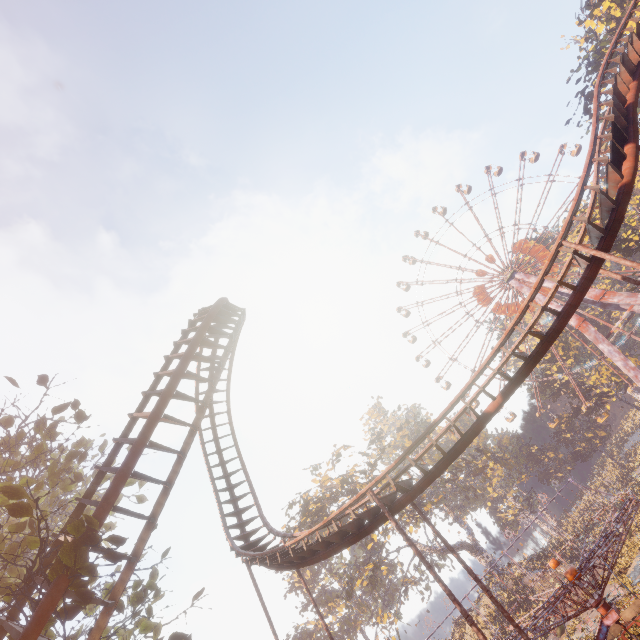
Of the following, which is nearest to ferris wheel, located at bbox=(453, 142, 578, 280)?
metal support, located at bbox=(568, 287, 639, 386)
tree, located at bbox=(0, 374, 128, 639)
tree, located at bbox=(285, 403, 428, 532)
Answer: metal support, located at bbox=(568, 287, 639, 386)

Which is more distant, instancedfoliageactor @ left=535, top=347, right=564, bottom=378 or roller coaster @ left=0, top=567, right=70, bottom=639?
instancedfoliageactor @ left=535, top=347, right=564, bottom=378

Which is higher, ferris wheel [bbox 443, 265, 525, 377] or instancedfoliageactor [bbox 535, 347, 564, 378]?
ferris wheel [bbox 443, 265, 525, 377]

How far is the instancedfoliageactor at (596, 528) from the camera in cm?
3944

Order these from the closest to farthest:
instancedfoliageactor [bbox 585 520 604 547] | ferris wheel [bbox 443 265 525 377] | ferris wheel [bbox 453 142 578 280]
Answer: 1. instancedfoliageactor [bbox 585 520 604 547]
2. ferris wheel [bbox 453 142 578 280]
3. ferris wheel [bbox 443 265 525 377]

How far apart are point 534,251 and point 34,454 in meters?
60.6

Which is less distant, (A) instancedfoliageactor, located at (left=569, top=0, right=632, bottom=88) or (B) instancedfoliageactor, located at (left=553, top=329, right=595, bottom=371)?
(A) instancedfoliageactor, located at (left=569, top=0, right=632, bottom=88)

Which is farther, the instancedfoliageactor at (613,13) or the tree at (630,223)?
the instancedfoliageactor at (613,13)
